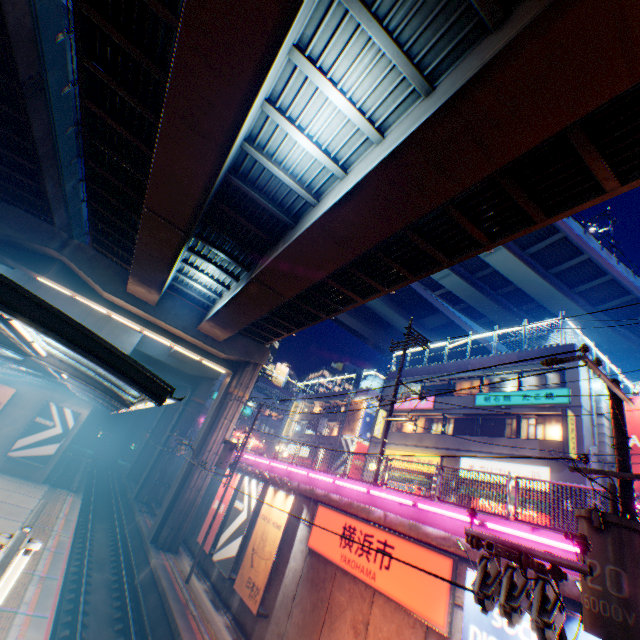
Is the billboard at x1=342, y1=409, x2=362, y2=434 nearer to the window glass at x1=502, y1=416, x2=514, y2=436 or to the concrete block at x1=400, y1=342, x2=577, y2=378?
the concrete block at x1=400, y1=342, x2=577, y2=378

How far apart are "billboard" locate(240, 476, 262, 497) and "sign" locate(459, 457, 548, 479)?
12.91m

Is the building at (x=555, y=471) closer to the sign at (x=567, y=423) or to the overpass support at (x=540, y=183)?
the sign at (x=567, y=423)

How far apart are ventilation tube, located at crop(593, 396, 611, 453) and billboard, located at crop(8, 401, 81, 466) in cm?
3615

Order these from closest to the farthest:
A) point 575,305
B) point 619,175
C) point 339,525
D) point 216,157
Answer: point 619,175 < point 216,157 < point 339,525 < point 575,305

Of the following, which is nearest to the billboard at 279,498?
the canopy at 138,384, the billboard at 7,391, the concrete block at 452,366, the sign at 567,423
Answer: the canopy at 138,384

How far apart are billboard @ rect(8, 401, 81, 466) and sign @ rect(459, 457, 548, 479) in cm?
2990

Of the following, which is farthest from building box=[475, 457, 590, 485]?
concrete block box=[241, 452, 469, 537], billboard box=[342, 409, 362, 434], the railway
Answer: the railway
